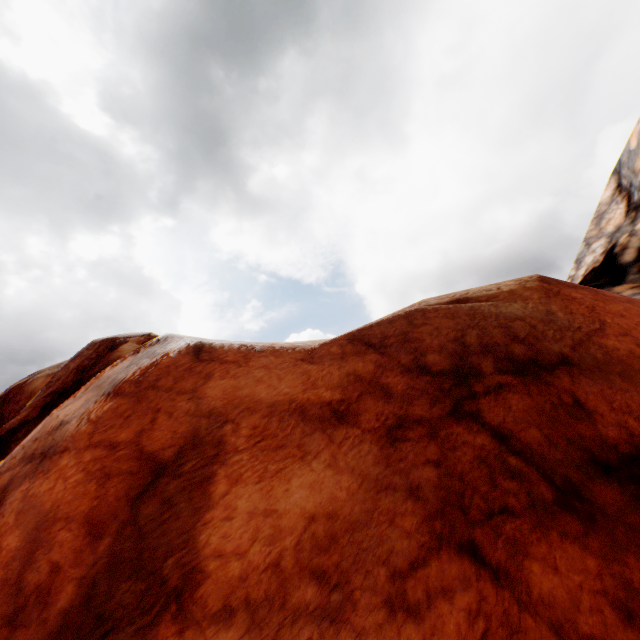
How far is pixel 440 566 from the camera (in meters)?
1.99
